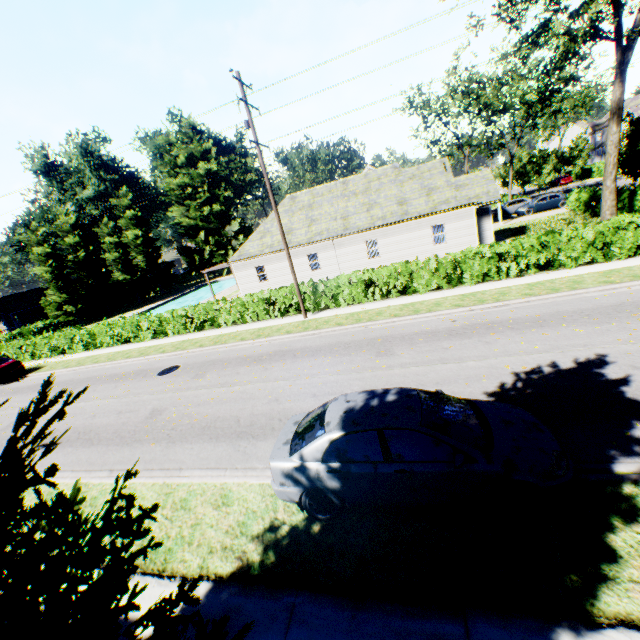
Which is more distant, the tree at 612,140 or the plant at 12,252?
the plant at 12,252

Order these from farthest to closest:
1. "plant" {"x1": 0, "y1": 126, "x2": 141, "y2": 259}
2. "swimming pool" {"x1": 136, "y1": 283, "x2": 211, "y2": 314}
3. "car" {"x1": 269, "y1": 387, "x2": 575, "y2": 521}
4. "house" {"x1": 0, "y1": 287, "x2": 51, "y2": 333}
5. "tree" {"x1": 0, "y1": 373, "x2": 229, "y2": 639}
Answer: "plant" {"x1": 0, "y1": 126, "x2": 141, "y2": 259}, "house" {"x1": 0, "y1": 287, "x2": 51, "y2": 333}, "swimming pool" {"x1": 136, "y1": 283, "x2": 211, "y2": 314}, "car" {"x1": 269, "y1": 387, "x2": 575, "y2": 521}, "tree" {"x1": 0, "y1": 373, "x2": 229, "y2": 639}

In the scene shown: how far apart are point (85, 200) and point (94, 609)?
60.94m

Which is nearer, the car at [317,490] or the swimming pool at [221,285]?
the car at [317,490]

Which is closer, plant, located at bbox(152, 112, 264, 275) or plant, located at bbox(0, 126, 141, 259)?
plant, located at bbox(0, 126, 141, 259)

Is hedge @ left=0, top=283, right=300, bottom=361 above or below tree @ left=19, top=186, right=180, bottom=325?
below

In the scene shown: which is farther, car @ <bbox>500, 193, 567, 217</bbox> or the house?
the house

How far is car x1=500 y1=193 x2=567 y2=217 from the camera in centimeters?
3225cm
